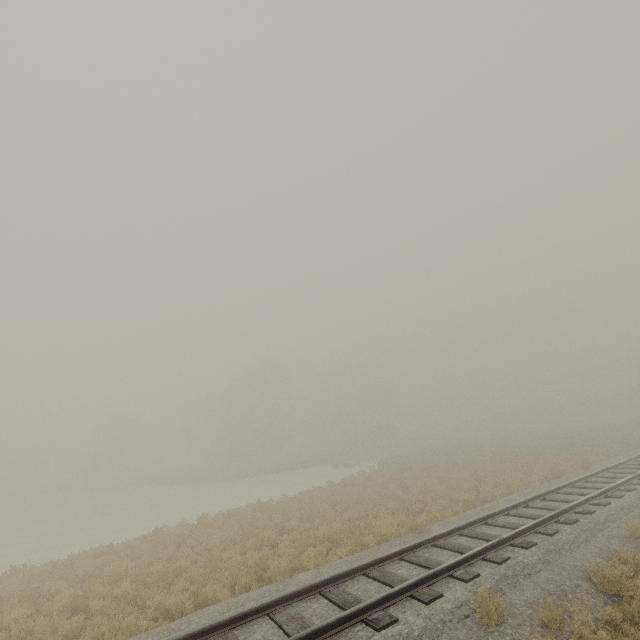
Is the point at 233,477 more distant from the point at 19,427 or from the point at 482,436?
the point at 19,427
